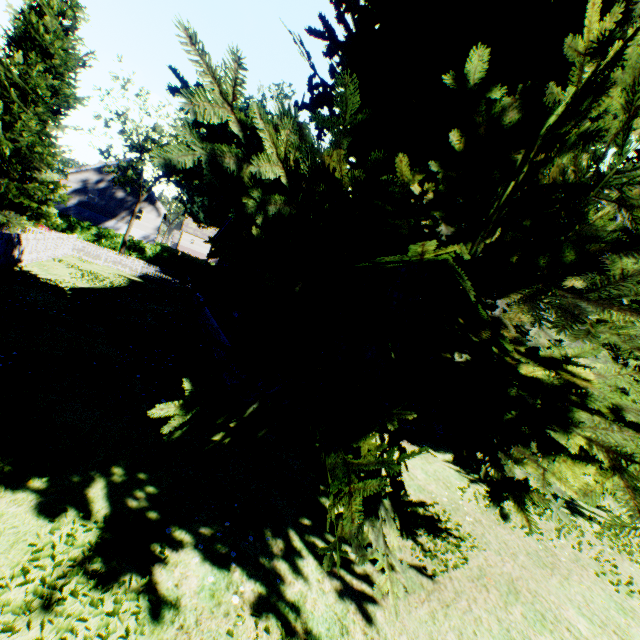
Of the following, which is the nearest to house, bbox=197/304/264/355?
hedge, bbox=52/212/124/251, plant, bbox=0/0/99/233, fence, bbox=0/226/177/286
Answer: plant, bbox=0/0/99/233

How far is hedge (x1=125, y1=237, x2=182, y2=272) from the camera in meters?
38.6

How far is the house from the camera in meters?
9.5

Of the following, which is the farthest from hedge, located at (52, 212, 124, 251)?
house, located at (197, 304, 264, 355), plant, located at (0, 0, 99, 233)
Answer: house, located at (197, 304, 264, 355)

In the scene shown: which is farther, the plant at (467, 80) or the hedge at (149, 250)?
the hedge at (149, 250)

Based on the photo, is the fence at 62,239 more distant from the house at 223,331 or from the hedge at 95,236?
the hedge at 95,236

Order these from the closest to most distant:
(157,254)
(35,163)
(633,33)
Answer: (633,33) → (35,163) → (157,254)
